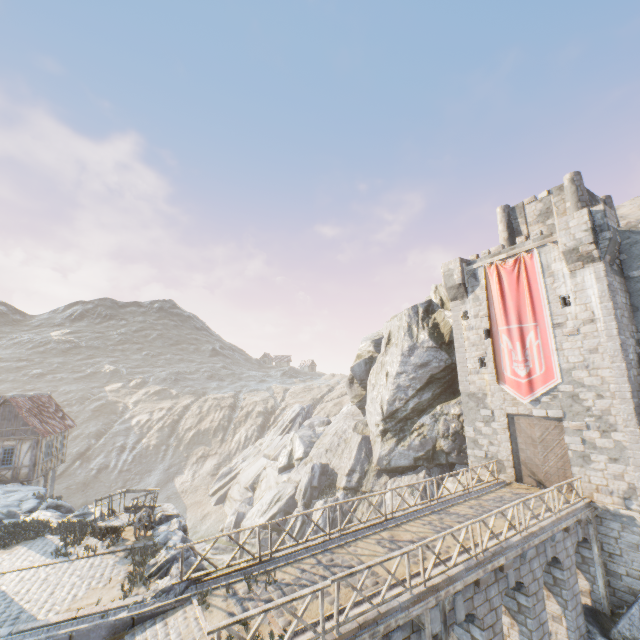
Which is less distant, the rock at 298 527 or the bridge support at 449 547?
the bridge support at 449 547

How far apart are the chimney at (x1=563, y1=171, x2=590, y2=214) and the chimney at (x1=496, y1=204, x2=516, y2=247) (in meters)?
3.19

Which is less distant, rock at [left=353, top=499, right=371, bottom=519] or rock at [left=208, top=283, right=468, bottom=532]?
rock at [left=208, top=283, right=468, bottom=532]

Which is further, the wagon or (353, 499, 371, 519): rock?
(353, 499, 371, 519): rock

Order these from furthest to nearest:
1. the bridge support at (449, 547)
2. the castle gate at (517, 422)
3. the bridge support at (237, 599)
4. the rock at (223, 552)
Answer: the rock at (223, 552), the castle gate at (517, 422), the bridge support at (449, 547), the bridge support at (237, 599)

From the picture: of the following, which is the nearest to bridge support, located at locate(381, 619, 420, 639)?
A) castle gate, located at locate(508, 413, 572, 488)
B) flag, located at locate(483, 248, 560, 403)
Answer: castle gate, located at locate(508, 413, 572, 488)

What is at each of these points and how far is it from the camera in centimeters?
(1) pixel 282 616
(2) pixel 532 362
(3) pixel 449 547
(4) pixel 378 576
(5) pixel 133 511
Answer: (1) bridge support, 860cm
(2) flag, 1866cm
(3) bridge support, 1191cm
(4) bridge support, 1025cm
(5) wagon, 1455cm

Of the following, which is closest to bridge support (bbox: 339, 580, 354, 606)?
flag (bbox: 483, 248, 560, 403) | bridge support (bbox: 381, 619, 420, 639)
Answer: bridge support (bbox: 381, 619, 420, 639)
